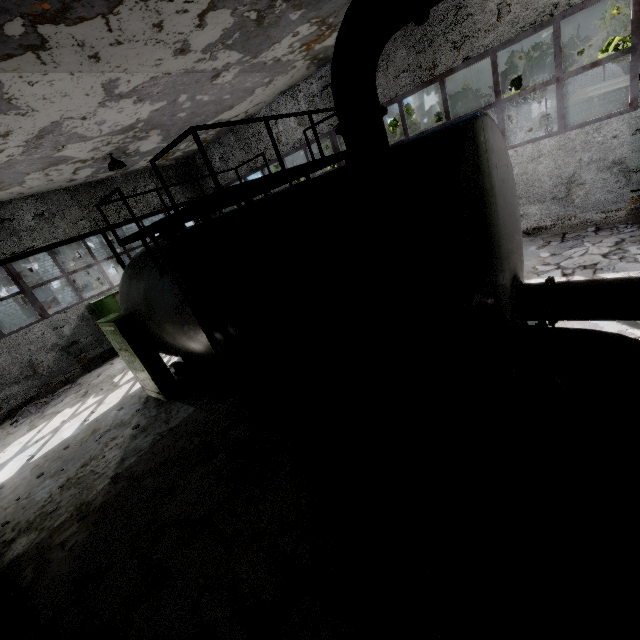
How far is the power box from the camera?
7.73m

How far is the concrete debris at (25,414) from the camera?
10.9 meters

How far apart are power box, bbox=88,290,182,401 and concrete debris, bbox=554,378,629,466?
8.0 meters

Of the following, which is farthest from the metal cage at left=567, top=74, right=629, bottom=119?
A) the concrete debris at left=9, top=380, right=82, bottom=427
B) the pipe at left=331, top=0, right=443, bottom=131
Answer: the pipe at left=331, top=0, right=443, bottom=131

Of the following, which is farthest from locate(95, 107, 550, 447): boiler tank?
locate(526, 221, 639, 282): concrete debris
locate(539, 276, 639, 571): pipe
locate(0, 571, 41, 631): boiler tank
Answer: locate(0, 571, 41, 631): boiler tank

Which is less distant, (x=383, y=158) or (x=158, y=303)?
(x=383, y=158)

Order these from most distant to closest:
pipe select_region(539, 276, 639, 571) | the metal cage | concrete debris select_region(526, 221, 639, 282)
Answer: the metal cage < concrete debris select_region(526, 221, 639, 282) < pipe select_region(539, 276, 639, 571)

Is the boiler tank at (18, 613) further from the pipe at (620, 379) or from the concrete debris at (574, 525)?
the concrete debris at (574, 525)
